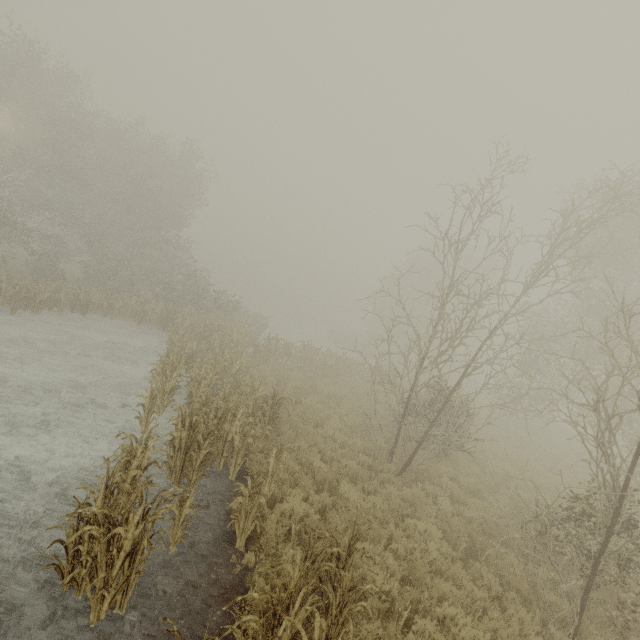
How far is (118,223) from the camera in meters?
27.3 m
